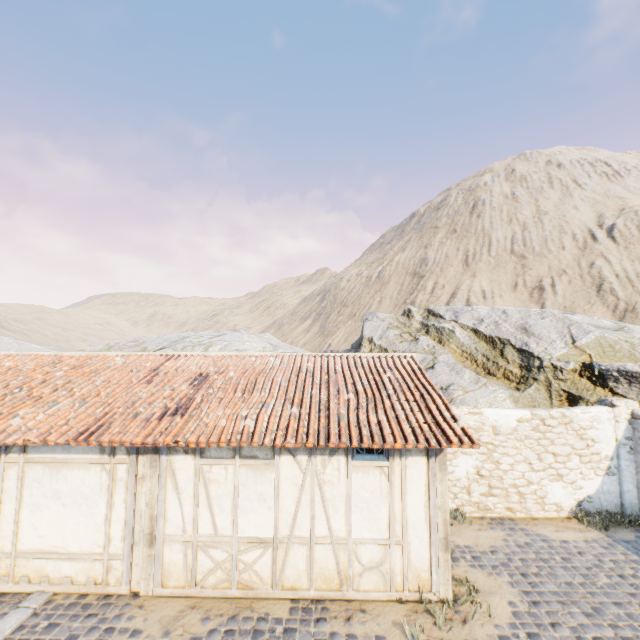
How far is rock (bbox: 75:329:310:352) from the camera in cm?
2009

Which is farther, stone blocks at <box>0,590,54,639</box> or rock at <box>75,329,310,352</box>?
rock at <box>75,329,310,352</box>

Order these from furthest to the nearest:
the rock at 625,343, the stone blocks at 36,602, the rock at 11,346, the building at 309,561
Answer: the rock at 11,346
the rock at 625,343
the building at 309,561
the stone blocks at 36,602

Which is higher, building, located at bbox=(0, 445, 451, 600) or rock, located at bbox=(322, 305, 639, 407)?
rock, located at bbox=(322, 305, 639, 407)

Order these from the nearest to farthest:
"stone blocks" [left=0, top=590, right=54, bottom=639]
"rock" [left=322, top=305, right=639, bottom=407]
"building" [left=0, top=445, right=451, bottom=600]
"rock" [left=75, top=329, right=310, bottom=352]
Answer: "stone blocks" [left=0, top=590, right=54, bottom=639] < "building" [left=0, top=445, right=451, bottom=600] < "rock" [left=322, top=305, right=639, bottom=407] < "rock" [left=75, top=329, right=310, bottom=352]

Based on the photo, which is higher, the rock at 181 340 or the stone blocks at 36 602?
the rock at 181 340

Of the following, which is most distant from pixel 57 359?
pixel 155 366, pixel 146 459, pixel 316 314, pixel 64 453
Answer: pixel 316 314

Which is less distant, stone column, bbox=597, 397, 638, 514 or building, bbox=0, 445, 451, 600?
Answer: building, bbox=0, 445, 451, 600
